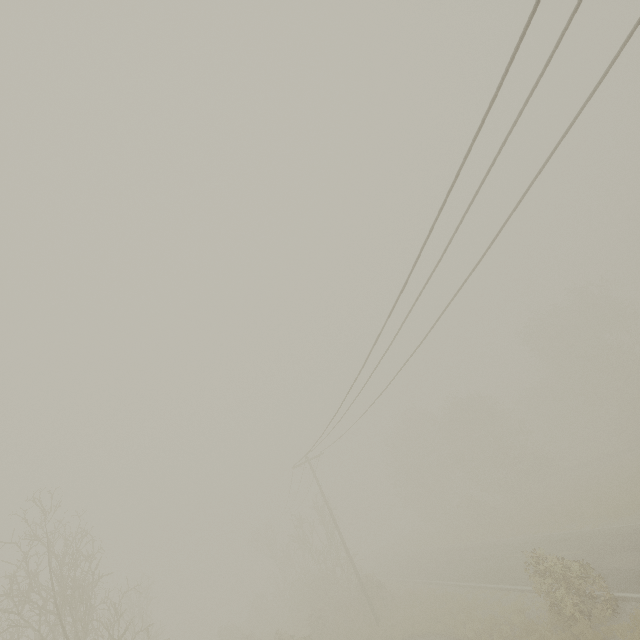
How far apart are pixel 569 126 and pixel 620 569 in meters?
18.9
